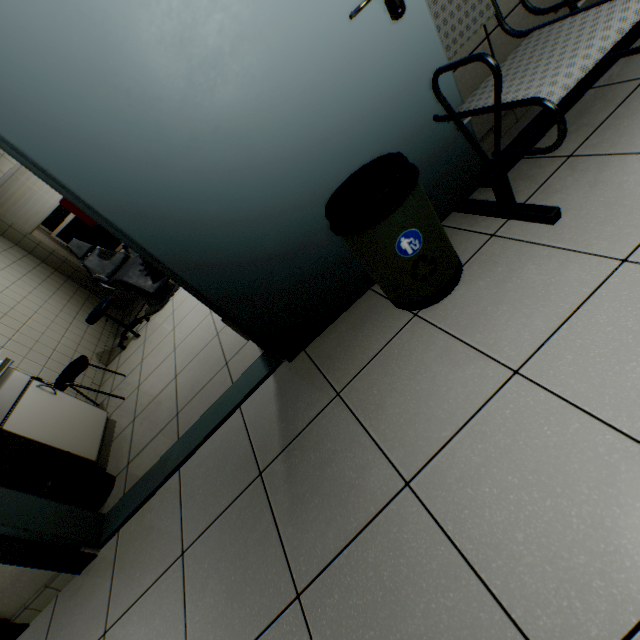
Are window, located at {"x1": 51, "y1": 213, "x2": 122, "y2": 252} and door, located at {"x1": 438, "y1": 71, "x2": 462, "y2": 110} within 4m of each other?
no

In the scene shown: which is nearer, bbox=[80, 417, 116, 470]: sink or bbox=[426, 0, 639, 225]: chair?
bbox=[426, 0, 639, 225]: chair

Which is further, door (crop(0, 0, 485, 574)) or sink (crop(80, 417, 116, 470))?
sink (crop(80, 417, 116, 470))

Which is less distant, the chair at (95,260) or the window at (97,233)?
the chair at (95,260)

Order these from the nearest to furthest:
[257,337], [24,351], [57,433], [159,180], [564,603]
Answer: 1. [564,603]
2. [159,180]
3. [257,337]
4. [57,433]
5. [24,351]

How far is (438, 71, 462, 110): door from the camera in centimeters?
136cm

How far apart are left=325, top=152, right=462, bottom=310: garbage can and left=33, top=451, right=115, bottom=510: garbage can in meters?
2.2 m

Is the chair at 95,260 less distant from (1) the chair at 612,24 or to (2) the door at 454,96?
(2) the door at 454,96
